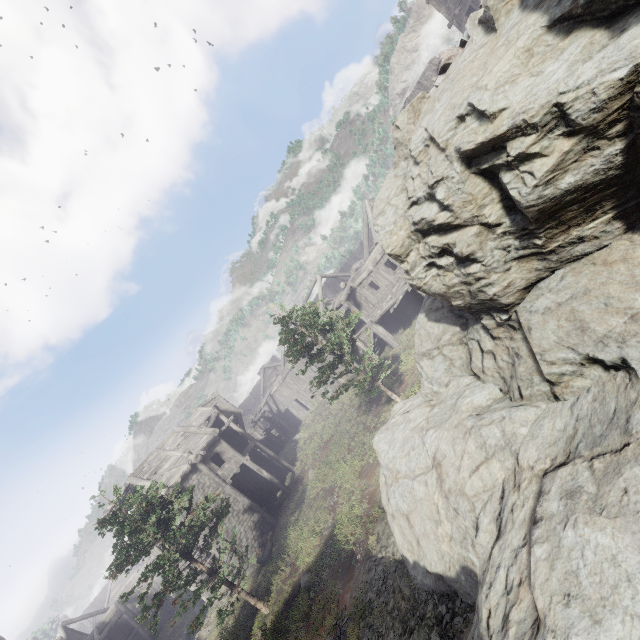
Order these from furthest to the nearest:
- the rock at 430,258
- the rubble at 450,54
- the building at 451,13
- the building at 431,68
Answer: the building at 431,68, the building at 451,13, the rubble at 450,54, the rock at 430,258

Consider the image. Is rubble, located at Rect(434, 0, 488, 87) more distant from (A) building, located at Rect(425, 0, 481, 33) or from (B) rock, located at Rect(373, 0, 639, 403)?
(A) building, located at Rect(425, 0, 481, 33)

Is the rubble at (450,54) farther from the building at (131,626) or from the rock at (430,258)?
the building at (131,626)

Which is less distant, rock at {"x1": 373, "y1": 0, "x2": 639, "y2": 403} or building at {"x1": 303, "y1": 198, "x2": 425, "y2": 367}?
rock at {"x1": 373, "y1": 0, "x2": 639, "y2": 403}

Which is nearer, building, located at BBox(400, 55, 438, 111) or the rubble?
the rubble

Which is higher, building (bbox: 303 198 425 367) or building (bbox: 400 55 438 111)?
building (bbox: 400 55 438 111)

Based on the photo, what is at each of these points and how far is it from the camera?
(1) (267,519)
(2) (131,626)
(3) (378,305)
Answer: (1) building, 22.2m
(2) building, 32.4m
(3) building, 22.9m
